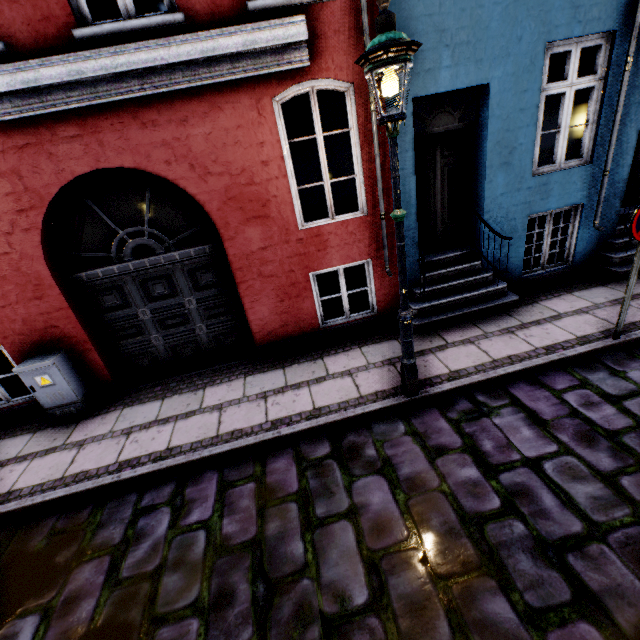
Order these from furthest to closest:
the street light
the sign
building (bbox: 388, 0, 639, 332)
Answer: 1. building (bbox: 388, 0, 639, 332)
2. the sign
3. the street light

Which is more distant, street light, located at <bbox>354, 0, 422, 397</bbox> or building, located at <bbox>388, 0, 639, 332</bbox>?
building, located at <bbox>388, 0, 639, 332</bbox>

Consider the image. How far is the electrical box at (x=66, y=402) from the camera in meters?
4.8 m

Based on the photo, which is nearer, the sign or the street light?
the street light

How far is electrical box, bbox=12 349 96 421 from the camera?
4.8 meters

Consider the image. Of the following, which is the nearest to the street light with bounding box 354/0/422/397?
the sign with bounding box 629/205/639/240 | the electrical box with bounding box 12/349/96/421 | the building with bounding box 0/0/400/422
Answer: the building with bounding box 0/0/400/422

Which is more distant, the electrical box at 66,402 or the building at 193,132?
the electrical box at 66,402

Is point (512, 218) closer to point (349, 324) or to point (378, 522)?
point (349, 324)
